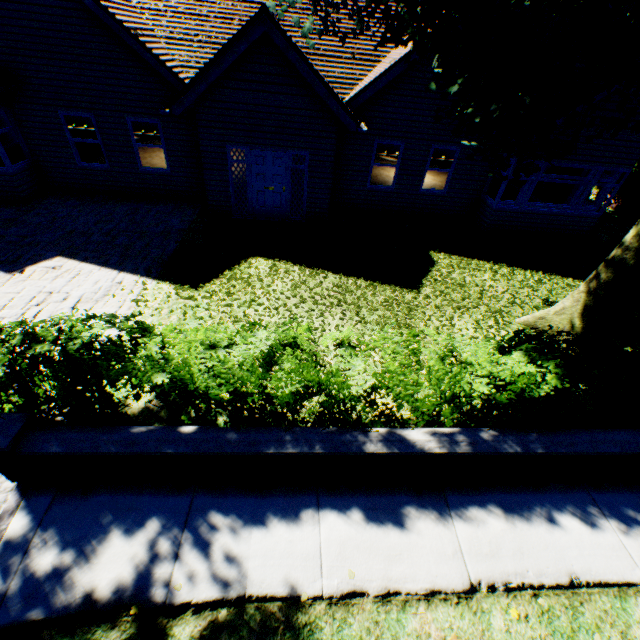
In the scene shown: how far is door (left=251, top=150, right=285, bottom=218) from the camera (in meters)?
10.03

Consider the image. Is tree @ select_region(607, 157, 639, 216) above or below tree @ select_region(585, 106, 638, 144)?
below

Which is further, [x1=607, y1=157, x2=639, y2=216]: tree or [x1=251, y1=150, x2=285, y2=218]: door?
[x1=607, y1=157, x2=639, y2=216]: tree

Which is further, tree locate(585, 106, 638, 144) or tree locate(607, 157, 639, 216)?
tree locate(607, 157, 639, 216)

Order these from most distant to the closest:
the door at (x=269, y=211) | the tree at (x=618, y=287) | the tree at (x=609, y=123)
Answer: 1. the door at (x=269, y=211)
2. the tree at (x=618, y=287)
3. the tree at (x=609, y=123)

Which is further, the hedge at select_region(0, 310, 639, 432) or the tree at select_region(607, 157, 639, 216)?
the tree at select_region(607, 157, 639, 216)

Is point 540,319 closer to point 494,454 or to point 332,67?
point 494,454

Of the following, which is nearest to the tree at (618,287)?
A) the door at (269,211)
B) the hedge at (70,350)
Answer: the hedge at (70,350)
